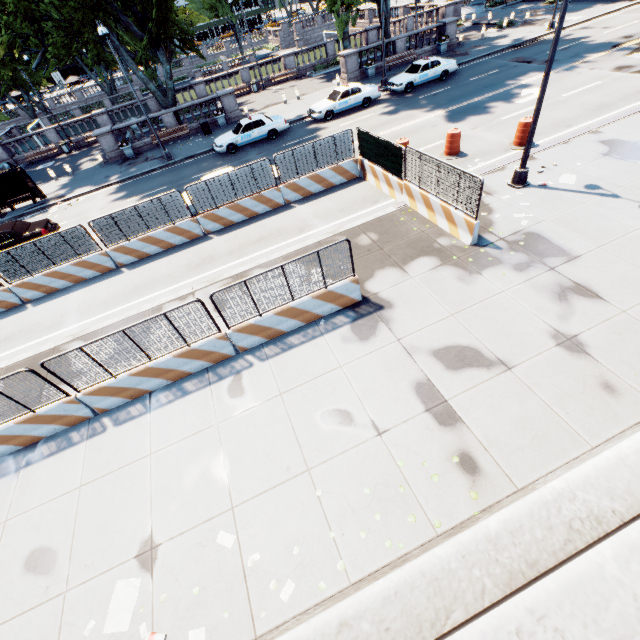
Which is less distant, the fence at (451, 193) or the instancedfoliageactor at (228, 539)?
the instancedfoliageactor at (228, 539)

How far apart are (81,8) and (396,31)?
44.6 meters

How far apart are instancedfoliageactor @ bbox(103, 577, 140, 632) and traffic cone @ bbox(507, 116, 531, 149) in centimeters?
1950cm

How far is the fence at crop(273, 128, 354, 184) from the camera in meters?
14.2

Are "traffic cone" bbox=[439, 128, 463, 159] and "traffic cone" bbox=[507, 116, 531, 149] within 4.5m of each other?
yes

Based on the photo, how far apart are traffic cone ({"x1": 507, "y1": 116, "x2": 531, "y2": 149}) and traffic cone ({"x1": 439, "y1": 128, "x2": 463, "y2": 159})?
1.8m

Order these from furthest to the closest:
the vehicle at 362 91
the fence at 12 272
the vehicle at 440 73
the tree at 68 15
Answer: the vehicle at 440 73 < the vehicle at 362 91 < the tree at 68 15 < the fence at 12 272

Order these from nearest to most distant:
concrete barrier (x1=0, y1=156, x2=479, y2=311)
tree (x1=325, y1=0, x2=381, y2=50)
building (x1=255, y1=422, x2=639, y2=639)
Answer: building (x1=255, y1=422, x2=639, y2=639) → concrete barrier (x1=0, y1=156, x2=479, y2=311) → tree (x1=325, y1=0, x2=381, y2=50)
